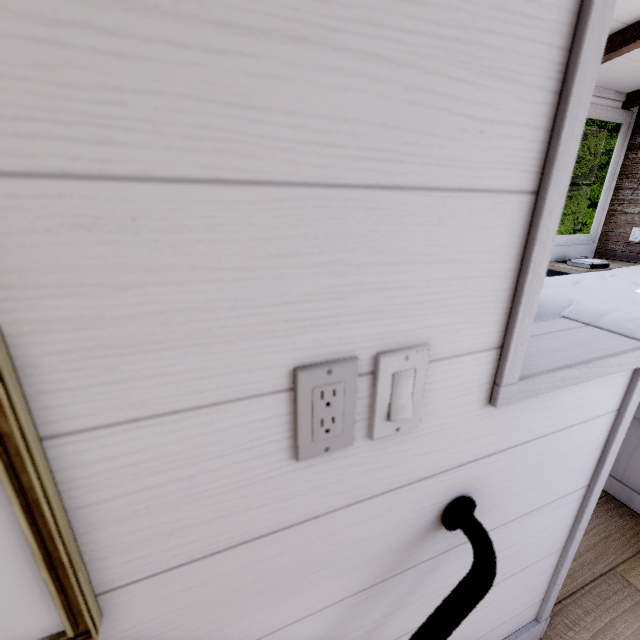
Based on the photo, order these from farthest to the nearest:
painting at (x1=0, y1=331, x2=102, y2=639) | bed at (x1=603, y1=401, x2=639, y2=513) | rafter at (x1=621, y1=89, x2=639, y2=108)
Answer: rafter at (x1=621, y1=89, x2=639, y2=108)
bed at (x1=603, y1=401, x2=639, y2=513)
painting at (x1=0, y1=331, x2=102, y2=639)

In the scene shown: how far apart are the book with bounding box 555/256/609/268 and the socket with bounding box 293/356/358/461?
3.4m

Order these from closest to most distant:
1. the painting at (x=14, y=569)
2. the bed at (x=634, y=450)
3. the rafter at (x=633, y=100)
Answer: the painting at (x=14, y=569)
the bed at (x=634, y=450)
the rafter at (x=633, y=100)

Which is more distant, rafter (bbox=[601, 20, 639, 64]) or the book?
the book

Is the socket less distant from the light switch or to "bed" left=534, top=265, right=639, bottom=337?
the light switch

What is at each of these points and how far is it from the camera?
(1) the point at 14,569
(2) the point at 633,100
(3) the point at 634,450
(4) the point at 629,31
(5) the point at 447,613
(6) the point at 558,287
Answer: (1) painting, 0.3m
(2) rafter, 2.8m
(3) bed, 1.4m
(4) rafter, 1.9m
(5) metal rail, 0.5m
(6) bed, 1.9m

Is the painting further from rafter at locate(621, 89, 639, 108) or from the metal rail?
rafter at locate(621, 89, 639, 108)

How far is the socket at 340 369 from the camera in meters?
0.4 m
